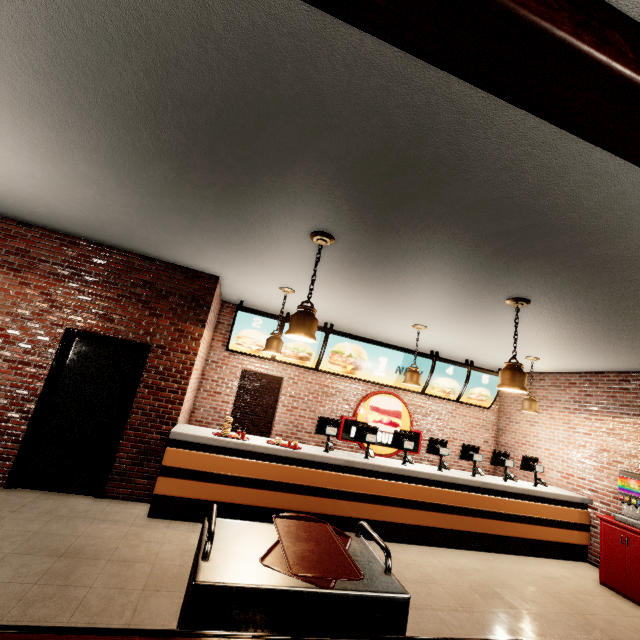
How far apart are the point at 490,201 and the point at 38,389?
5.80m
